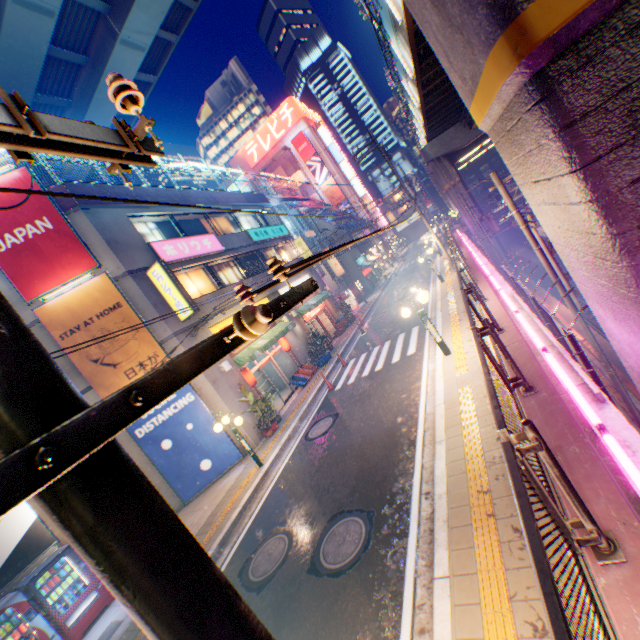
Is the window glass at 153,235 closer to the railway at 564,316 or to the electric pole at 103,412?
the electric pole at 103,412

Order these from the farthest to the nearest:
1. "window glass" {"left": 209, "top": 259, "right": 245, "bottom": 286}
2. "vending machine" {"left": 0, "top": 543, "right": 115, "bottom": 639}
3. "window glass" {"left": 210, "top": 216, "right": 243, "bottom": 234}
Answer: "window glass" {"left": 210, "top": 216, "right": 243, "bottom": 234} → "window glass" {"left": 209, "top": 259, "right": 245, "bottom": 286} → "vending machine" {"left": 0, "top": 543, "right": 115, "bottom": 639}

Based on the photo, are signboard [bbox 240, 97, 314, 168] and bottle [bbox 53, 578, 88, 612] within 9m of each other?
no

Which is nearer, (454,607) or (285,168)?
Result: (454,607)

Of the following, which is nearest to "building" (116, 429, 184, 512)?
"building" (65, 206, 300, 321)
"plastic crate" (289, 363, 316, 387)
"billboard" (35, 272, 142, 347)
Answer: "billboard" (35, 272, 142, 347)

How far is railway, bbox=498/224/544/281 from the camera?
32.6 meters

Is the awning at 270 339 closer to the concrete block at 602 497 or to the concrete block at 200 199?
the concrete block at 200 199

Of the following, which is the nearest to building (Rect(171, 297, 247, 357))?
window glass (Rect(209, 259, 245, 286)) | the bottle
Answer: window glass (Rect(209, 259, 245, 286))
